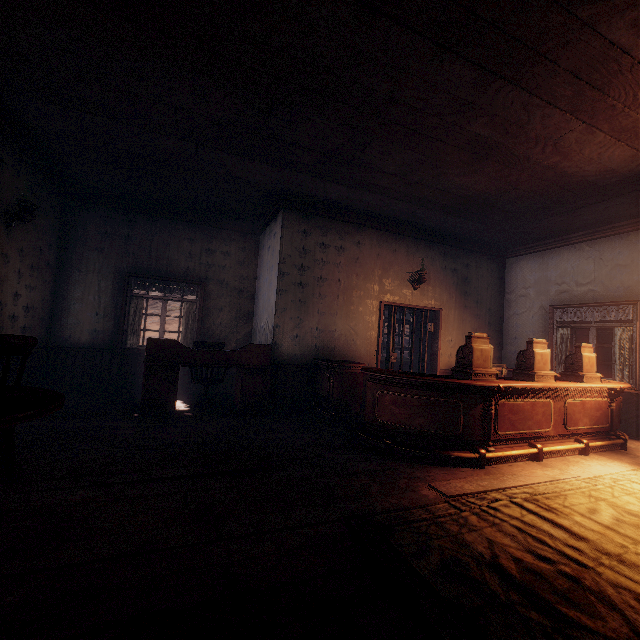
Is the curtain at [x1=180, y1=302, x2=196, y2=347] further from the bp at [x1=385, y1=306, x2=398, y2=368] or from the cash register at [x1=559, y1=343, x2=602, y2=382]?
the bp at [x1=385, y1=306, x2=398, y2=368]

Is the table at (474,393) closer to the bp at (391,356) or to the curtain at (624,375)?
the curtain at (624,375)

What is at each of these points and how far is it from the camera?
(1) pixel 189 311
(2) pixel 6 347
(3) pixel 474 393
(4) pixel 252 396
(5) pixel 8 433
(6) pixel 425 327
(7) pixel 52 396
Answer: (1) curtain, 7.1 meters
(2) chair, 2.7 meters
(3) table, 3.9 meters
(4) desk, 5.4 meters
(5) chair, 2.6 meters
(6) bp, 7.2 meters
(7) table, 2.4 meters

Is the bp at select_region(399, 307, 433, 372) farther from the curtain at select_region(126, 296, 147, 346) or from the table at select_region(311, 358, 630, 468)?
the curtain at select_region(126, 296, 147, 346)

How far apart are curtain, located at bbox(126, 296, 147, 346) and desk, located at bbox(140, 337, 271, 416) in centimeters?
160cm

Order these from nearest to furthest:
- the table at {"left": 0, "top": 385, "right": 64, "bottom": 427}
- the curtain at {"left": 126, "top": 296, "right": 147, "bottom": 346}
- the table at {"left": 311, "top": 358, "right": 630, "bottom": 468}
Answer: the table at {"left": 0, "top": 385, "right": 64, "bottom": 427} < the table at {"left": 311, "top": 358, "right": 630, "bottom": 468} < the curtain at {"left": 126, "top": 296, "right": 147, "bottom": 346}

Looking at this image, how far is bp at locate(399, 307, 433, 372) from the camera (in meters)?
7.02

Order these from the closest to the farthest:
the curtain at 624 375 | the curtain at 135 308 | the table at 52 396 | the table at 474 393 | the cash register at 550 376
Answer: the table at 52 396 → the table at 474 393 → the cash register at 550 376 → the curtain at 624 375 → the curtain at 135 308
